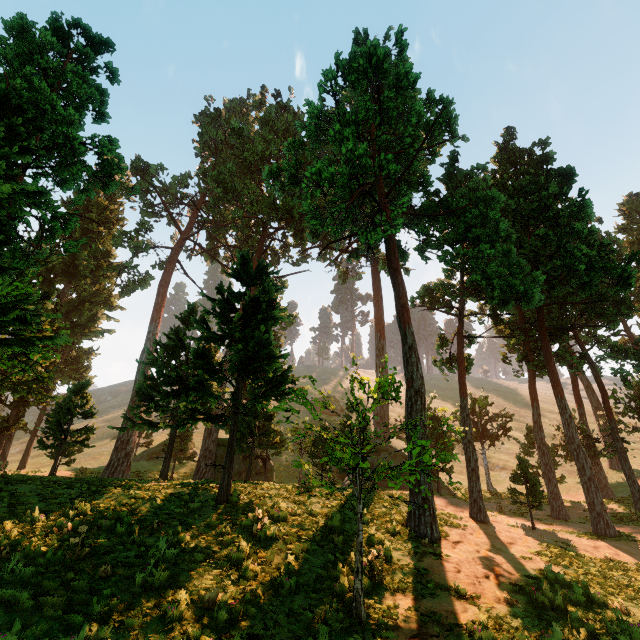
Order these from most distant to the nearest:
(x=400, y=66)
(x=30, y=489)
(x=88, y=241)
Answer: (x=88, y=241) → (x=400, y=66) → (x=30, y=489)
